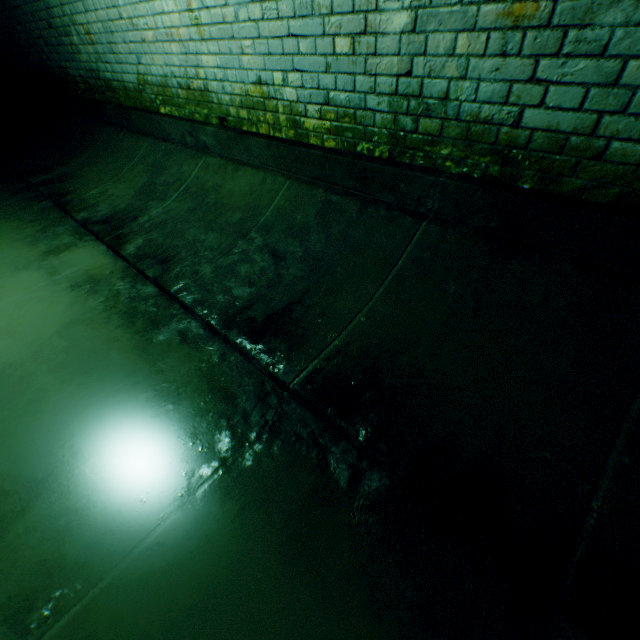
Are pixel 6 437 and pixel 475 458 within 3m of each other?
yes
